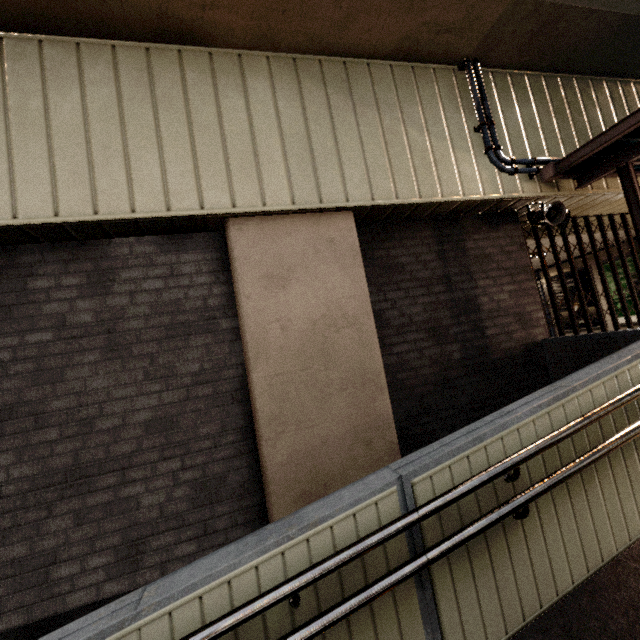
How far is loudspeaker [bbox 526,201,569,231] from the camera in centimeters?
404cm

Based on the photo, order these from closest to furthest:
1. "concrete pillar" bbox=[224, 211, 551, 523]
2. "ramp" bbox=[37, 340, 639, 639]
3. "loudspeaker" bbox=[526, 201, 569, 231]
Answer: "ramp" bbox=[37, 340, 639, 639], "concrete pillar" bbox=[224, 211, 551, 523], "loudspeaker" bbox=[526, 201, 569, 231]

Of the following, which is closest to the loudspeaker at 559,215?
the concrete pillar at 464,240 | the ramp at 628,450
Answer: the concrete pillar at 464,240

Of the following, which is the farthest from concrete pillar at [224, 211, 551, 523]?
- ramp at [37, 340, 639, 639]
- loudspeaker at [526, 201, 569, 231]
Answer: ramp at [37, 340, 639, 639]

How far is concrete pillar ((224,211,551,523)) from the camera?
3.0 meters

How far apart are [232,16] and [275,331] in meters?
3.0
